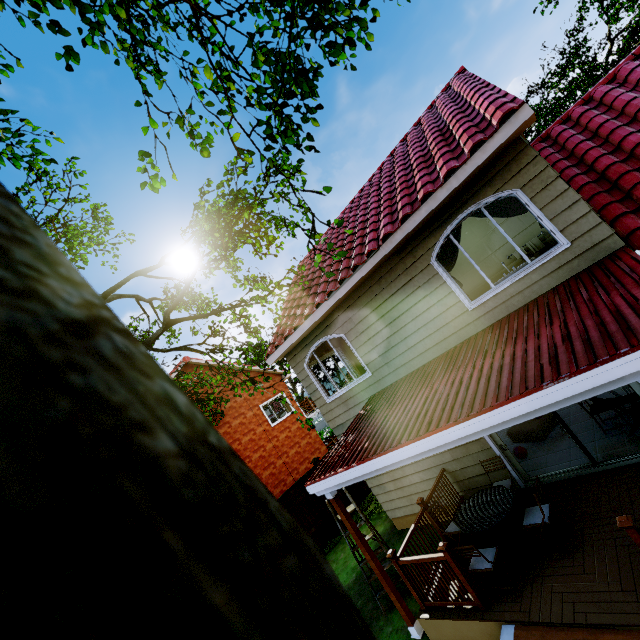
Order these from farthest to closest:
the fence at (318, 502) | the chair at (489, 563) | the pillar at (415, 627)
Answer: the fence at (318, 502) → the pillar at (415, 627) → the chair at (489, 563)

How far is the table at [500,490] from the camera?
5.27m

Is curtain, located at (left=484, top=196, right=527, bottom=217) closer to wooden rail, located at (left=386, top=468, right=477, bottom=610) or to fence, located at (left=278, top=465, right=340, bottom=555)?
wooden rail, located at (left=386, top=468, right=477, bottom=610)

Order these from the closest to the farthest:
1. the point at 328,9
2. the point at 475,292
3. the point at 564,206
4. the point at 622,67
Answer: the point at 328,9, the point at 564,206, the point at 622,67, the point at 475,292

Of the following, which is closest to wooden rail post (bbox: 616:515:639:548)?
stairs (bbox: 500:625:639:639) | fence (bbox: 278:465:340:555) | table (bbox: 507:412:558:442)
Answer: stairs (bbox: 500:625:639:639)

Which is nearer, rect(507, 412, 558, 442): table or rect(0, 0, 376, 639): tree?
rect(0, 0, 376, 639): tree

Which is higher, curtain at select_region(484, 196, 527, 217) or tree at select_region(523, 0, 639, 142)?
tree at select_region(523, 0, 639, 142)

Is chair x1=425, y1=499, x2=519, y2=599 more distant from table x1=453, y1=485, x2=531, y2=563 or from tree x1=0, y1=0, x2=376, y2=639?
tree x1=0, y1=0, x2=376, y2=639
